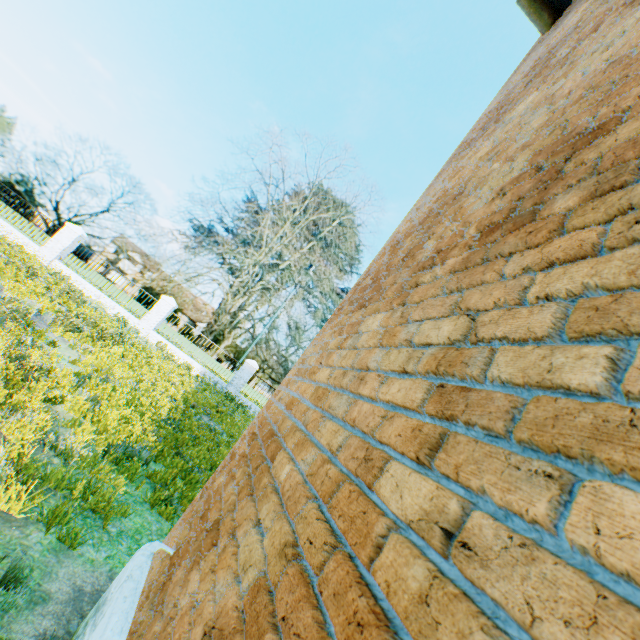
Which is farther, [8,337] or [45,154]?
[45,154]

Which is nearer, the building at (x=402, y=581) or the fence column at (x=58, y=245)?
the building at (x=402, y=581)

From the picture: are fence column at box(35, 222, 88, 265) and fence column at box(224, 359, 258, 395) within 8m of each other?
no

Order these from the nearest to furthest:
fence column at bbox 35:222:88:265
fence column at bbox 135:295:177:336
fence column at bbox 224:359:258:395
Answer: fence column at bbox 35:222:88:265, fence column at bbox 135:295:177:336, fence column at bbox 224:359:258:395

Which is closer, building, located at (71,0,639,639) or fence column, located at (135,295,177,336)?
building, located at (71,0,639,639)

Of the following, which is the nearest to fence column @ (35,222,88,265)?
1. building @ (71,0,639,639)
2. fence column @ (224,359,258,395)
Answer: fence column @ (224,359,258,395)

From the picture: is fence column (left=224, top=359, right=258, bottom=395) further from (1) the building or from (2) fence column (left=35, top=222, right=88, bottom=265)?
(1) the building

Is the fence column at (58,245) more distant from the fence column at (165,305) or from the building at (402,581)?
the building at (402,581)
